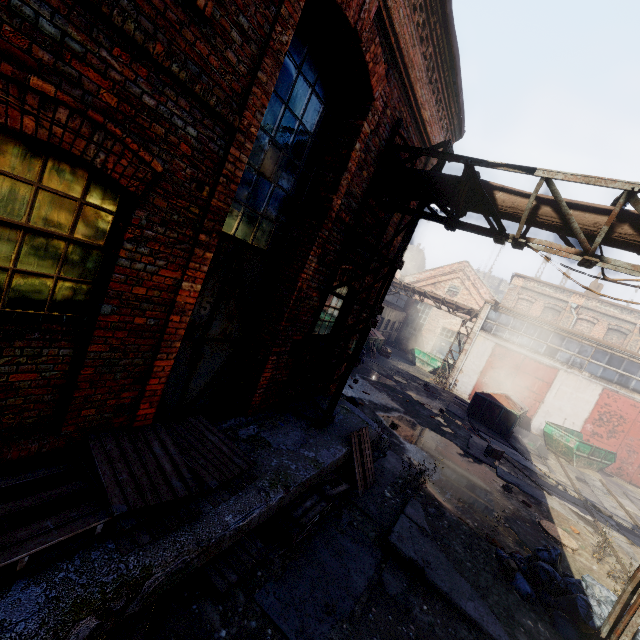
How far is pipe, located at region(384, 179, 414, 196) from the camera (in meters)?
6.04

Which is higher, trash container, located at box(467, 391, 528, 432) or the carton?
trash container, located at box(467, 391, 528, 432)

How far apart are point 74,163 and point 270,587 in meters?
5.0

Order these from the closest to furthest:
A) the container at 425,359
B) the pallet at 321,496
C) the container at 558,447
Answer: the pallet at 321,496
the container at 558,447
the container at 425,359

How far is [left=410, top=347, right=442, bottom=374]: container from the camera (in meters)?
26.36

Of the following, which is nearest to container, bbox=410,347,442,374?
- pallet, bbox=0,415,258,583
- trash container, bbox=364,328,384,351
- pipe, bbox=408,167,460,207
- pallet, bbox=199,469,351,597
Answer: trash container, bbox=364,328,384,351

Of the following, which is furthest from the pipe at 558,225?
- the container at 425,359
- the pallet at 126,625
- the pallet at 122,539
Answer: the container at 425,359

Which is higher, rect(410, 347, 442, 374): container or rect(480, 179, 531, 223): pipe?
rect(480, 179, 531, 223): pipe
